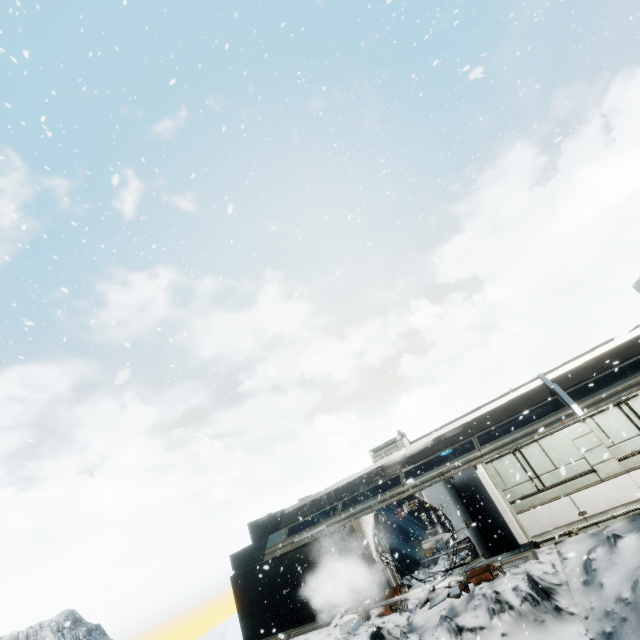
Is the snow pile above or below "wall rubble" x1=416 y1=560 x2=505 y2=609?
above

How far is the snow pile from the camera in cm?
1231

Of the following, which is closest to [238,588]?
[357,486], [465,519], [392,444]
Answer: [357,486]

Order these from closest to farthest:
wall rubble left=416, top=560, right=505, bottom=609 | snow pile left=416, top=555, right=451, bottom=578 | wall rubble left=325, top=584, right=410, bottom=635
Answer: wall rubble left=416, top=560, right=505, bottom=609, wall rubble left=325, top=584, right=410, bottom=635, snow pile left=416, top=555, right=451, bottom=578

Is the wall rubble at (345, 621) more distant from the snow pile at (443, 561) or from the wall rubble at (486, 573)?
the wall rubble at (486, 573)

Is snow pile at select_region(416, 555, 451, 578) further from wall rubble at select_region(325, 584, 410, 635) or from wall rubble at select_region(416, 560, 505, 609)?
wall rubble at select_region(416, 560, 505, 609)

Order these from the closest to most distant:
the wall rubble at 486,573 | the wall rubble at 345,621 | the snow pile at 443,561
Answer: the wall rubble at 486,573
the wall rubble at 345,621
the snow pile at 443,561
